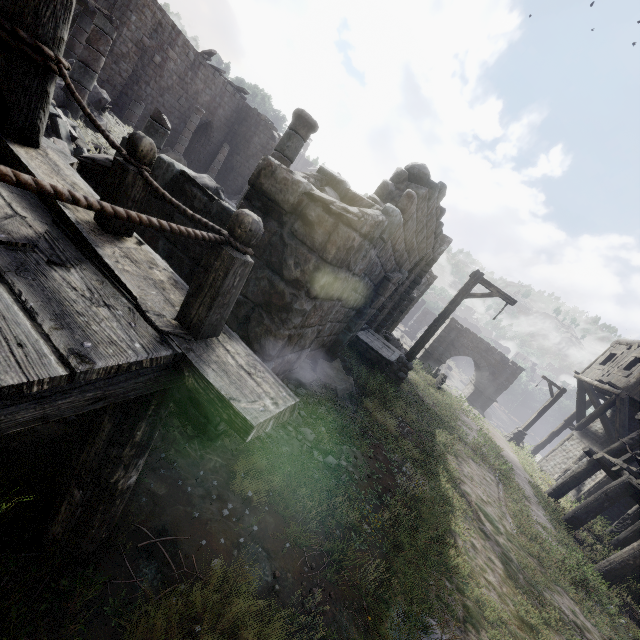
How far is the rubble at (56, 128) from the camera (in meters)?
6.97

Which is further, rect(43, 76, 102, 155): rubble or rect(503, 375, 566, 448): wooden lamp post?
rect(503, 375, 566, 448): wooden lamp post

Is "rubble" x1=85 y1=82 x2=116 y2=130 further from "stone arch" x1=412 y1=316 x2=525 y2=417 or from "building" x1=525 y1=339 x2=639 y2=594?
"stone arch" x1=412 y1=316 x2=525 y2=417

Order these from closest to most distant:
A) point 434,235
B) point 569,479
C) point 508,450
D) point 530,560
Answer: point 530,560 < point 434,235 < point 569,479 < point 508,450

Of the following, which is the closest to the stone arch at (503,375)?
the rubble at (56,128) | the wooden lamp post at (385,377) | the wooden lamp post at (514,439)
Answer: the wooden lamp post at (514,439)

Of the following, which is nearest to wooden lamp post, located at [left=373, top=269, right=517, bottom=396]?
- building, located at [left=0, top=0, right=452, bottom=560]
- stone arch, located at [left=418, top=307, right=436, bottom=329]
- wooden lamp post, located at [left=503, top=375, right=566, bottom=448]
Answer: building, located at [left=0, top=0, right=452, bottom=560]

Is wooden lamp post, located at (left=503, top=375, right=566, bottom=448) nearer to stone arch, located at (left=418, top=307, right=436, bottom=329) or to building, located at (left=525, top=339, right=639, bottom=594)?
building, located at (left=525, top=339, right=639, bottom=594)

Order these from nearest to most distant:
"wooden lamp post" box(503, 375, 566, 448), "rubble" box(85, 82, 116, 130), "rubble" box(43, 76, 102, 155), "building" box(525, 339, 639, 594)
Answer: "rubble" box(43, 76, 102, 155), "building" box(525, 339, 639, 594), "rubble" box(85, 82, 116, 130), "wooden lamp post" box(503, 375, 566, 448)
